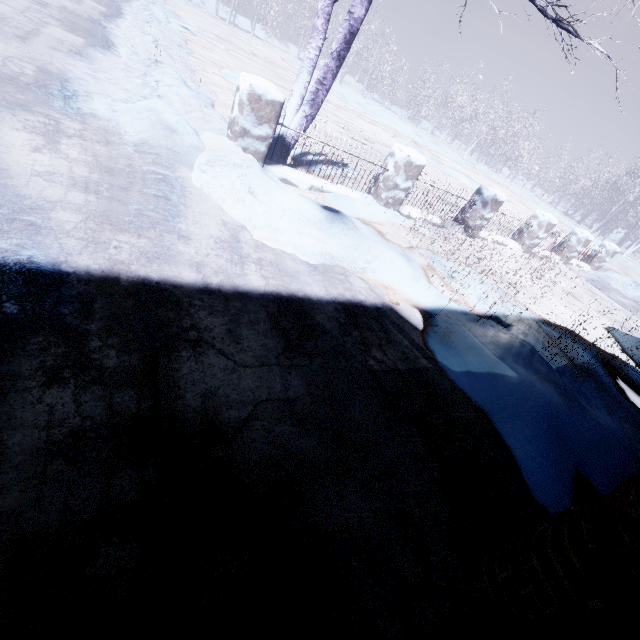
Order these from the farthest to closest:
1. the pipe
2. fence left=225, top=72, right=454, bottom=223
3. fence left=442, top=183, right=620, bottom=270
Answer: fence left=442, top=183, right=620, bottom=270, fence left=225, top=72, right=454, bottom=223, the pipe

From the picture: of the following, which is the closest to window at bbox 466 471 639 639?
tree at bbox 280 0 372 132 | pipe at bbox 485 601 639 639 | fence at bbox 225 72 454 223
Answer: pipe at bbox 485 601 639 639

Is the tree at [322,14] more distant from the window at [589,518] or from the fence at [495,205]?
the window at [589,518]

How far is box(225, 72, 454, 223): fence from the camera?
3.40m

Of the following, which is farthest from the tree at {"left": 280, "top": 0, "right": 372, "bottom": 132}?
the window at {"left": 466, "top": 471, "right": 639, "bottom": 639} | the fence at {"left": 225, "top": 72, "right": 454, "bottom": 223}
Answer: the window at {"left": 466, "top": 471, "right": 639, "bottom": 639}

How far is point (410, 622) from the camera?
1.17m

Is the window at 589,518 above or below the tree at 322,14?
below
